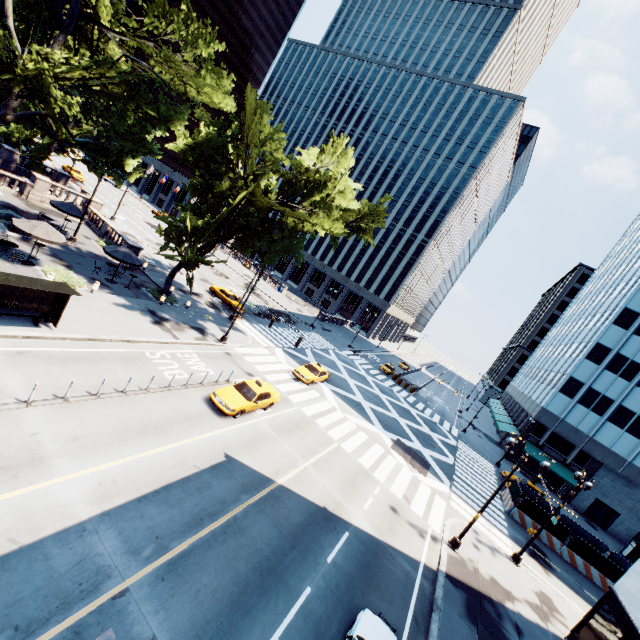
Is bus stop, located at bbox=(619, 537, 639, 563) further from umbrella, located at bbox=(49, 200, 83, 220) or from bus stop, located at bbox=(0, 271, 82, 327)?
umbrella, located at bbox=(49, 200, 83, 220)

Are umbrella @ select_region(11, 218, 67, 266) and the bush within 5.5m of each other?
yes

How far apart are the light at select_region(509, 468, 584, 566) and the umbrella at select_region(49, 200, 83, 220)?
41.8 meters

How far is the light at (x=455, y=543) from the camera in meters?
18.3 m

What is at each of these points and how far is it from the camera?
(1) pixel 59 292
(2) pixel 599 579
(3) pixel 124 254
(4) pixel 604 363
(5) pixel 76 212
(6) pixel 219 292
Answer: (1) bus stop, 14.46m
(2) concrete barrier, 25.22m
(3) umbrella, 24.34m
(4) building, 41.66m
(5) umbrella, 27.70m
(6) vehicle, 37.03m

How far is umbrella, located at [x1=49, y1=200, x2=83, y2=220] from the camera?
26.8m

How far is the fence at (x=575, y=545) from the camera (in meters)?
25.06

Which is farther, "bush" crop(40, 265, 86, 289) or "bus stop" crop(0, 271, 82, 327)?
"bush" crop(40, 265, 86, 289)
